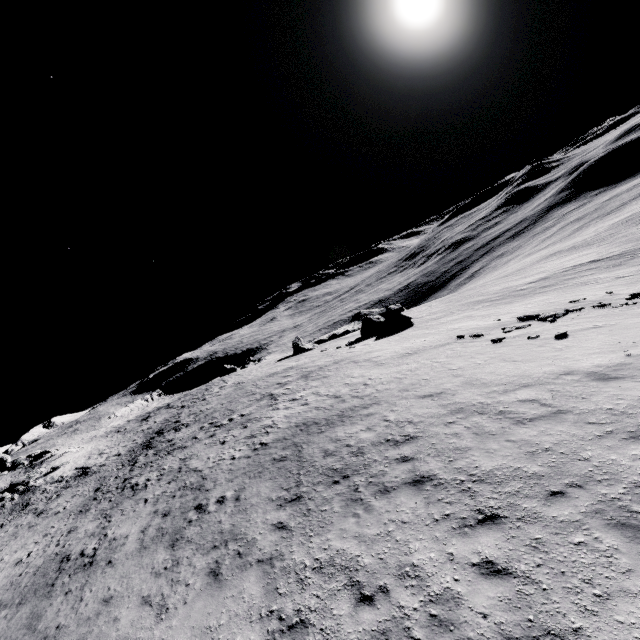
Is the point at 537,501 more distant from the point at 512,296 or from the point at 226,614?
the point at 512,296
